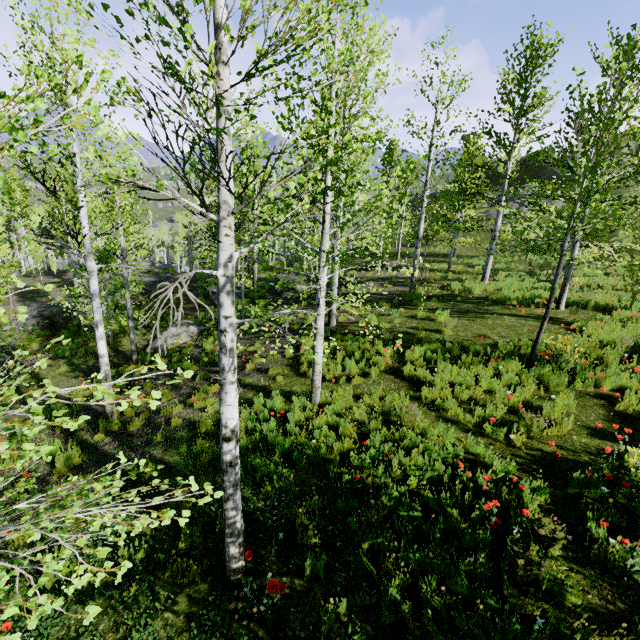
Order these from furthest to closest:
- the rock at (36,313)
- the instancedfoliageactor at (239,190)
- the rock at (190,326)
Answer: the rock at (36,313), the rock at (190,326), the instancedfoliageactor at (239,190)

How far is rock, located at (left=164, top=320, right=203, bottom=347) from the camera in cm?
1532

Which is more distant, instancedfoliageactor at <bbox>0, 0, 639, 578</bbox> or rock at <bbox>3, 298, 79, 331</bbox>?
rock at <bbox>3, 298, 79, 331</bbox>

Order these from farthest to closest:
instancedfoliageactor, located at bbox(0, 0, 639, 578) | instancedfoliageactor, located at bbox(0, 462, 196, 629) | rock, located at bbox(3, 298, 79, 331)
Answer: rock, located at bbox(3, 298, 79, 331) → instancedfoliageactor, located at bbox(0, 0, 639, 578) → instancedfoliageactor, located at bbox(0, 462, 196, 629)

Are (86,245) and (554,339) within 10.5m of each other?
no

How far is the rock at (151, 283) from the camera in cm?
2523

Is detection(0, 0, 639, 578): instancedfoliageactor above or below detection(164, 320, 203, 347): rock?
above

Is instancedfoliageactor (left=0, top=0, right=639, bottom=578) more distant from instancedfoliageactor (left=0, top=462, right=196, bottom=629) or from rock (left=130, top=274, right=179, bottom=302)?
rock (left=130, top=274, right=179, bottom=302)
